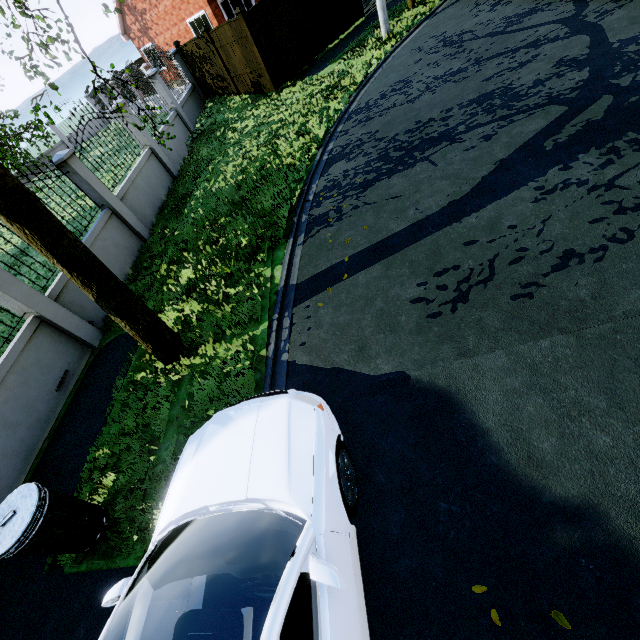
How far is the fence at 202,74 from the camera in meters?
13.3

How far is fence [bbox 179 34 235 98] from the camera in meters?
13.3 m

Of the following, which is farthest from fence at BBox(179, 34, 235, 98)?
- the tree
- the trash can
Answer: the trash can

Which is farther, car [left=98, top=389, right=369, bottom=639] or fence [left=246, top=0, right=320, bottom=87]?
fence [left=246, top=0, right=320, bottom=87]

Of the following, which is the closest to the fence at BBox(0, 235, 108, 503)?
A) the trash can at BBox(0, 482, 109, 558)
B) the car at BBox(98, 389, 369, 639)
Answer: the trash can at BBox(0, 482, 109, 558)

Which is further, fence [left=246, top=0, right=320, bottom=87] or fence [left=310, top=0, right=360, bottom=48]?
fence [left=310, top=0, right=360, bottom=48]

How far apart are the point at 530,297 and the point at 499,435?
1.7m

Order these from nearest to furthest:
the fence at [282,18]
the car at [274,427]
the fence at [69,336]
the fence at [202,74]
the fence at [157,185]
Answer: the car at [274,427], the fence at [69,336], the fence at [157,185], the fence at [282,18], the fence at [202,74]
